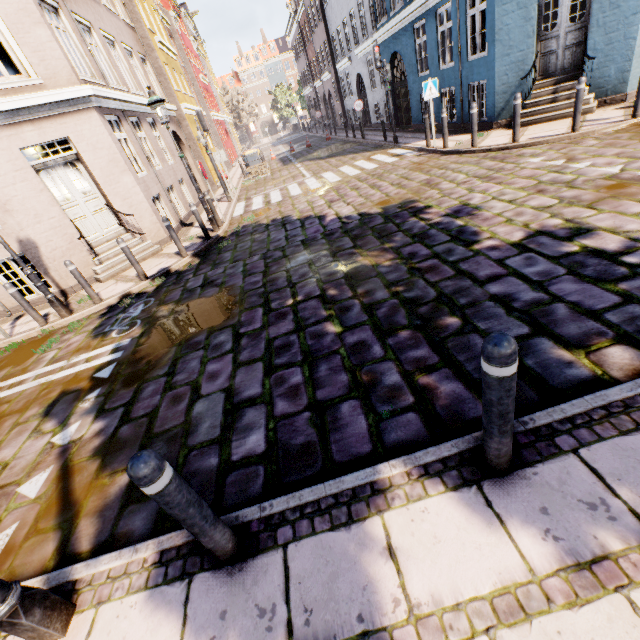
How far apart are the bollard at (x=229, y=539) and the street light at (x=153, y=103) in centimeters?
948cm

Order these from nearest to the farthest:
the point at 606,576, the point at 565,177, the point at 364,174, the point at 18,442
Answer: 1. the point at 606,576
2. the point at 18,442
3. the point at 565,177
4. the point at 364,174

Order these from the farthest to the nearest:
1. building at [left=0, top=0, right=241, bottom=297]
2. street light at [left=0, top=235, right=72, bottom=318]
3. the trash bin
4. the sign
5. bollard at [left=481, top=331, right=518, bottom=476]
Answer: the trash bin
the sign
building at [left=0, top=0, right=241, bottom=297]
street light at [left=0, top=235, right=72, bottom=318]
bollard at [left=481, top=331, right=518, bottom=476]

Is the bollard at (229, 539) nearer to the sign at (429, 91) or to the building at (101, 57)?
the building at (101, 57)

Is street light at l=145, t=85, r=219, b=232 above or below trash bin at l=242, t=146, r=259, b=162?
above

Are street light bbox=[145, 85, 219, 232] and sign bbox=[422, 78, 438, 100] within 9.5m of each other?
yes

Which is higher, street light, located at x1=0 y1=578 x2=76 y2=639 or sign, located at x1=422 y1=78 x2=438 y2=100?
sign, located at x1=422 y1=78 x2=438 y2=100

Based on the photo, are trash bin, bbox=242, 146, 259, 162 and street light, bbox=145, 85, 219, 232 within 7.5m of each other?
no
